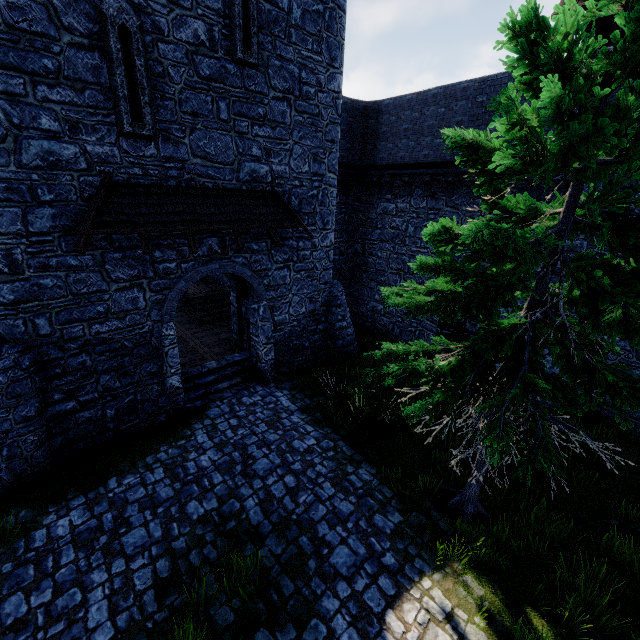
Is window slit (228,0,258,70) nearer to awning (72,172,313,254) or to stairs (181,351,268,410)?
awning (72,172,313,254)

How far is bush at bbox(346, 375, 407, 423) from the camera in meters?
9.0 m

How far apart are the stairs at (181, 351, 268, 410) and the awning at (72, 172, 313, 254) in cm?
441

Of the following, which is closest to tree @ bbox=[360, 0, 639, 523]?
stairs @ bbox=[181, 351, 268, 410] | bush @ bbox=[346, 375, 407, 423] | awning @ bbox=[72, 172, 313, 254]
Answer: bush @ bbox=[346, 375, 407, 423]

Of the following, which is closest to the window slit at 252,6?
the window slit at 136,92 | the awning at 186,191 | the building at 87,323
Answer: the building at 87,323

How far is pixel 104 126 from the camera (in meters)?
6.92

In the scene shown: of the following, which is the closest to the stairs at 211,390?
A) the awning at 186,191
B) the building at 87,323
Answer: the building at 87,323

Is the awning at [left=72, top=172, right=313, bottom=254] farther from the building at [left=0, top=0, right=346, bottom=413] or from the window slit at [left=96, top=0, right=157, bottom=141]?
the window slit at [left=96, top=0, right=157, bottom=141]
